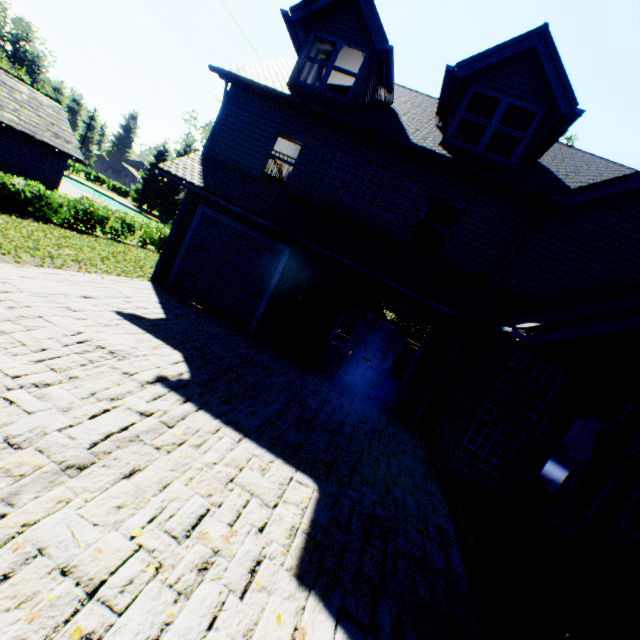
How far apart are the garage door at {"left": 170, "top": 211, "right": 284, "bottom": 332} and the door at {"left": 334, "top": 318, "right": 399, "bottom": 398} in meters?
3.0 m

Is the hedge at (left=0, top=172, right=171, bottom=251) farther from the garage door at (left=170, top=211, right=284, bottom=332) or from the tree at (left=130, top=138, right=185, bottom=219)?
the tree at (left=130, top=138, right=185, bottom=219)

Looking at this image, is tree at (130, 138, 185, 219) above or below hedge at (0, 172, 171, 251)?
above

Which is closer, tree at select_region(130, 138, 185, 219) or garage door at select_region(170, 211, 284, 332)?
garage door at select_region(170, 211, 284, 332)

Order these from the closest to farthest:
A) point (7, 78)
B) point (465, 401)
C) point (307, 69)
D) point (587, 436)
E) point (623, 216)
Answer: point (465, 401)
point (623, 216)
point (307, 69)
point (7, 78)
point (587, 436)

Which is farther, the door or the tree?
the tree

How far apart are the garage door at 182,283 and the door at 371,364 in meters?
3.0 m

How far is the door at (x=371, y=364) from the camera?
9.35m
